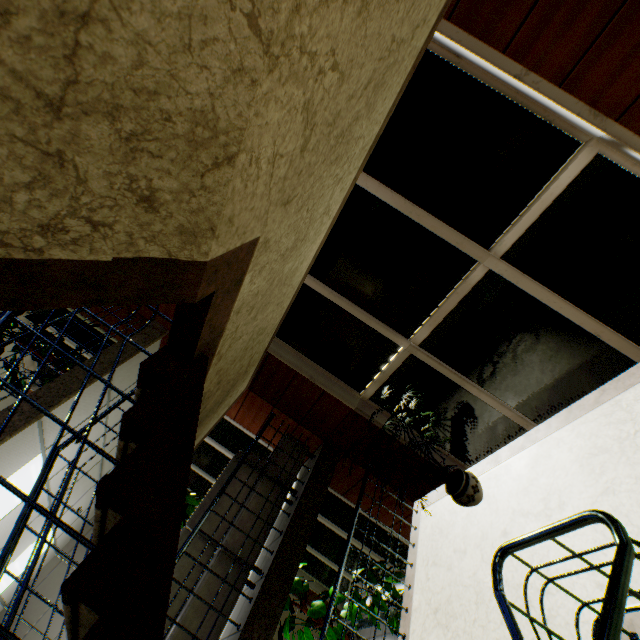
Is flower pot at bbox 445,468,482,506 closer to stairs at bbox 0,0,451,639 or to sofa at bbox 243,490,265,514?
stairs at bbox 0,0,451,639

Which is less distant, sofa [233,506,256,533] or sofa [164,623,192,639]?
sofa [164,623,192,639]

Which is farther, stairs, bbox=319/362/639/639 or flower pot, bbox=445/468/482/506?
flower pot, bbox=445/468/482/506

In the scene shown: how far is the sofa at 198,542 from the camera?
3.73m

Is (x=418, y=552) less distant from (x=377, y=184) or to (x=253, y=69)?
(x=377, y=184)

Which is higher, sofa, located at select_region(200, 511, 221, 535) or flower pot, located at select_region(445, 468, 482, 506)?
sofa, located at select_region(200, 511, 221, 535)

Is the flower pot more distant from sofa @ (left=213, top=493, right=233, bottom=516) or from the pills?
the pills
